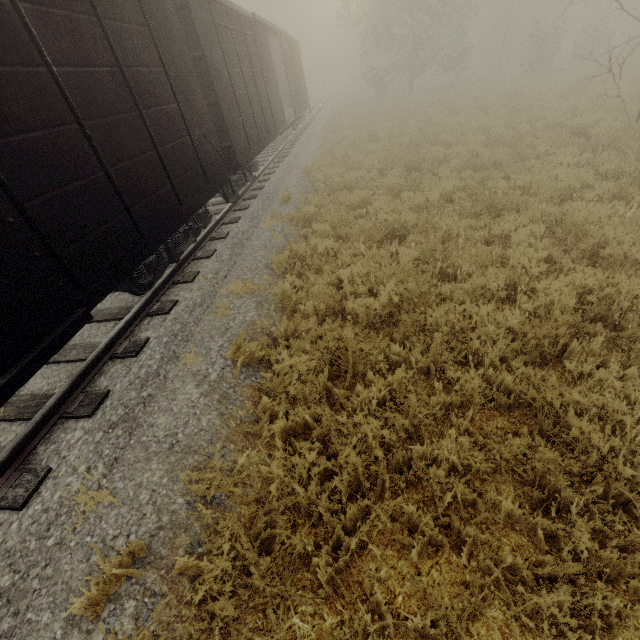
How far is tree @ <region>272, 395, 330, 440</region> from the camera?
3.7 meters

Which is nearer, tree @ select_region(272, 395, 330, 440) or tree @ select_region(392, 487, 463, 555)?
tree @ select_region(392, 487, 463, 555)

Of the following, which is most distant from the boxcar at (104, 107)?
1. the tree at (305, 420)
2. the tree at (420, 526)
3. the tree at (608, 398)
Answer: the tree at (608, 398)

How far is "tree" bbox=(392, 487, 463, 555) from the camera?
2.6 meters

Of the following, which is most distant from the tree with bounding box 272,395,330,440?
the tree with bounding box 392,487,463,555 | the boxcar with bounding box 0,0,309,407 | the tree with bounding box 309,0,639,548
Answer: the tree with bounding box 309,0,639,548

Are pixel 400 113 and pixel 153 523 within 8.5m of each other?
no

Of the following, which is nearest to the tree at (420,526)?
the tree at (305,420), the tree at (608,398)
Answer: the tree at (305,420)
